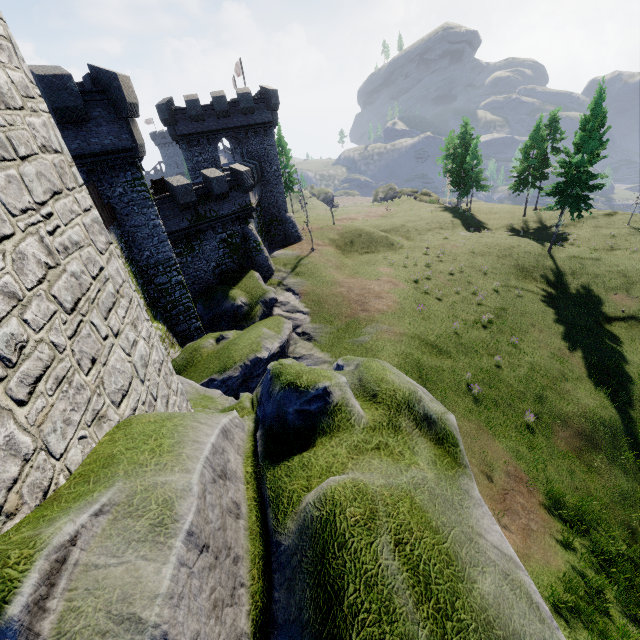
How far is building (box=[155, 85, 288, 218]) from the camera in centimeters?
3117cm

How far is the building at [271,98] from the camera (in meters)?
31.17

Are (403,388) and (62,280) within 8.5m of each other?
yes
